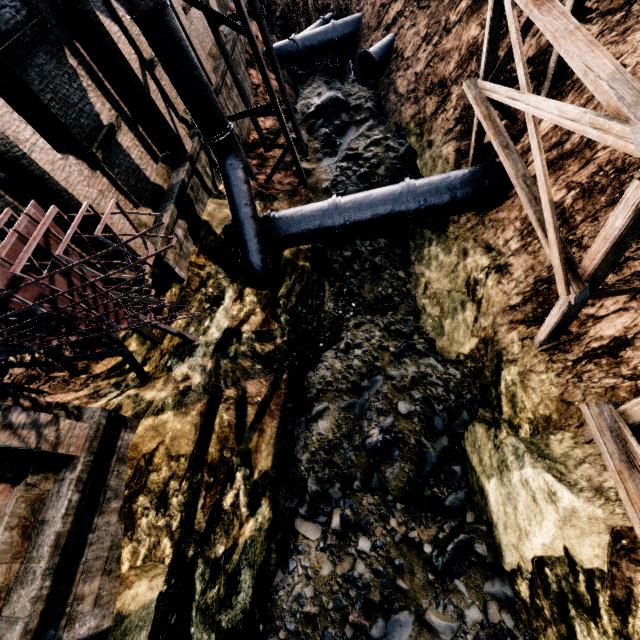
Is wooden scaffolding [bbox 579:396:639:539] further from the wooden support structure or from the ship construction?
the wooden support structure

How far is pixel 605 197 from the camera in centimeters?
798cm

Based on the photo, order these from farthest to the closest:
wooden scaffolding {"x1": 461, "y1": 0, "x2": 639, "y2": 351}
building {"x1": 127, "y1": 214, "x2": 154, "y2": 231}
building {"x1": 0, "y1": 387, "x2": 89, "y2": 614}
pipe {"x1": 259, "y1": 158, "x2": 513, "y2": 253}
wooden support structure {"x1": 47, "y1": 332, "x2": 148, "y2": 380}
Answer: pipe {"x1": 259, "y1": 158, "x2": 513, "y2": 253}, building {"x1": 127, "y1": 214, "x2": 154, "y2": 231}, wooden support structure {"x1": 47, "y1": 332, "x2": 148, "y2": 380}, building {"x1": 0, "y1": 387, "x2": 89, "y2": 614}, wooden scaffolding {"x1": 461, "y1": 0, "x2": 639, "y2": 351}

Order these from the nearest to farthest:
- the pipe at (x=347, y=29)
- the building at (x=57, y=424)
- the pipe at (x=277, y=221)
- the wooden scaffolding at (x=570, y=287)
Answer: the wooden scaffolding at (x=570, y=287) → the building at (x=57, y=424) → the pipe at (x=277, y=221) → the pipe at (x=347, y=29)

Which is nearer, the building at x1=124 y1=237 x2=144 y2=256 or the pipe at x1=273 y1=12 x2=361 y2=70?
the building at x1=124 y1=237 x2=144 y2=256

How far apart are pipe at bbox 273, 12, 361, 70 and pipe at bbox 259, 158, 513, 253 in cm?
1657

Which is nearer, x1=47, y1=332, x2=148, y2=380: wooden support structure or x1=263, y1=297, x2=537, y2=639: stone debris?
x1=263, y1=297, x2=537, y2=639: stone debris

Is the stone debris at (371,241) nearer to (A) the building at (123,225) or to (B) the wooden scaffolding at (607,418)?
(B) the wooden scaffolding at (607,418)
